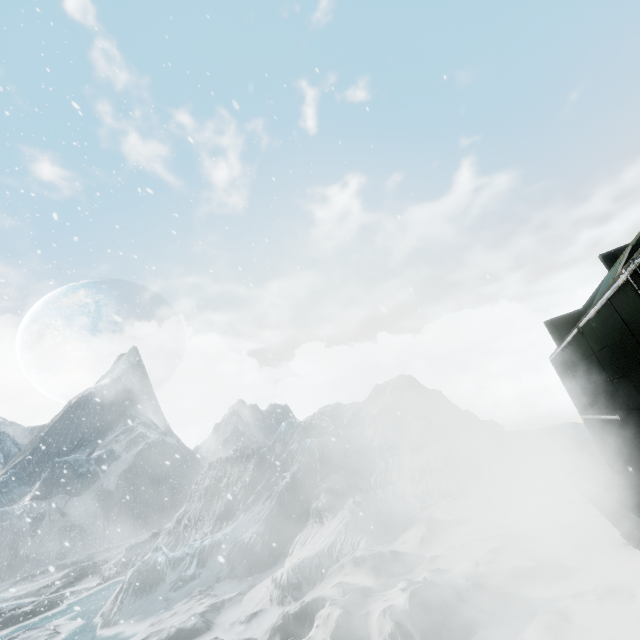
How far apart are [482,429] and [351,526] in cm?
617
